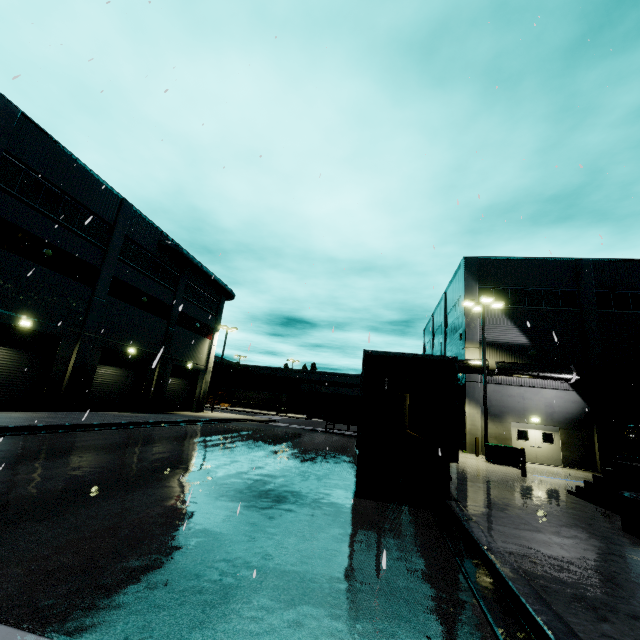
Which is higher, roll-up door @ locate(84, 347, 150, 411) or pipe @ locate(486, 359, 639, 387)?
pipe @ locate(486, 359, 639, 387)

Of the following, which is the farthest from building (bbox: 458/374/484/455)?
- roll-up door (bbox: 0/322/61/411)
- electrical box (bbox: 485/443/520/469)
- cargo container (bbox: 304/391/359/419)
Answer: electrical box (bbox: 485/443/520/469)

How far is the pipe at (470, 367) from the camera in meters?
22.2 m

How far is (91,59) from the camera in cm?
500

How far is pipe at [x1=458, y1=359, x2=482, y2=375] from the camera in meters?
22.2

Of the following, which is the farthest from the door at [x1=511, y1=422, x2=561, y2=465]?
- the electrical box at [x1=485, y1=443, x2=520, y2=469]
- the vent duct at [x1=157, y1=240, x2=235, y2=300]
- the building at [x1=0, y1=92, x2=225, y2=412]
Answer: the vent duct at [x1=157, y1=240, x2=235, y2=300]

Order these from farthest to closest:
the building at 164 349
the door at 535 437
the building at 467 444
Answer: the building at 467 444, the door at 535 437, the building at 164 349
